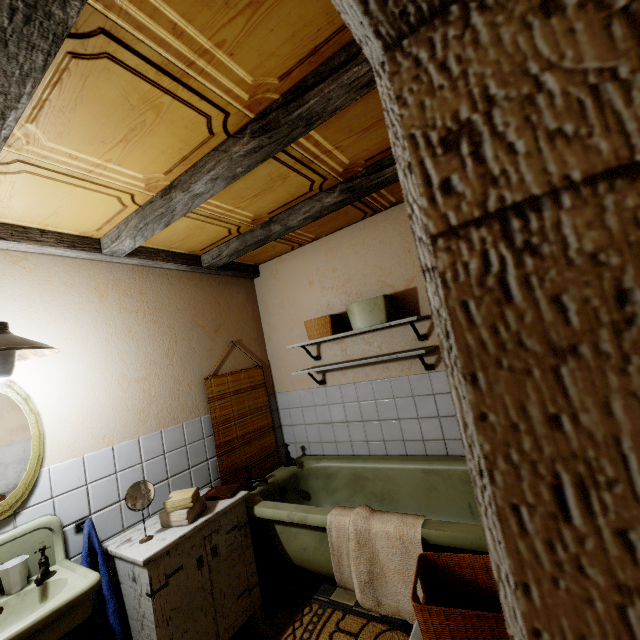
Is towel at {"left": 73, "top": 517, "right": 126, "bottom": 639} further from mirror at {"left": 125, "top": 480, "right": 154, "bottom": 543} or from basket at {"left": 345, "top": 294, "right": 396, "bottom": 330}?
basket at {"left": 345, "top": 294, "right": 396, "bottom": 330}

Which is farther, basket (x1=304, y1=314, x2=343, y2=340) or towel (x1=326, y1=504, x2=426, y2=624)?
basket (x1=304, y1=314, x2=343, y2=340)

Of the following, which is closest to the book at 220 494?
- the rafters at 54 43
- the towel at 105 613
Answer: the towel at 105 613

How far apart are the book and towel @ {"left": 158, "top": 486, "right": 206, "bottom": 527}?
0.15m

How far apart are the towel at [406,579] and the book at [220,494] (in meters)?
0.81

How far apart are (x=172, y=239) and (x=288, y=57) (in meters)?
1.75

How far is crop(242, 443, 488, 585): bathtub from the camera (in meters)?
1.76

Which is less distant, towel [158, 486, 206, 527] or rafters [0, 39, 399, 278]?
rafters [0, 39, 399, 278]
